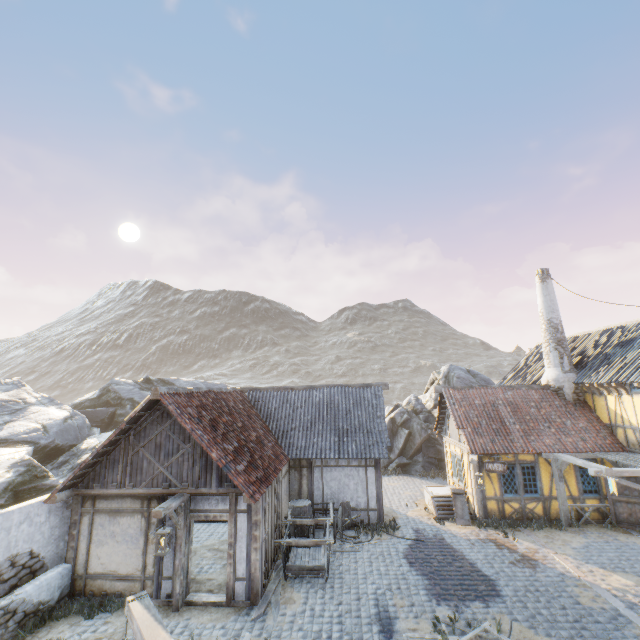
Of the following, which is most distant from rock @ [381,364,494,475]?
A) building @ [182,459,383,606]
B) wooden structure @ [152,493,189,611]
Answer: wooden structure @ [152,493,189,611]

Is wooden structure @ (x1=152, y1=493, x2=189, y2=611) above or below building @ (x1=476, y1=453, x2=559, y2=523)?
above

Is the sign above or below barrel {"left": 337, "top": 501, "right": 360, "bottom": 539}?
above

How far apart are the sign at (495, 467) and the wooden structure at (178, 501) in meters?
12.0

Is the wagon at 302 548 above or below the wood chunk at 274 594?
above

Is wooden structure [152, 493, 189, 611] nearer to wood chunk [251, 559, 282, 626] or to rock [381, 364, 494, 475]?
wood chunk [251, 559, 282, 626]

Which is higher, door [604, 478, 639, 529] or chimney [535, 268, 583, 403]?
chimney [535, 268, 583, 403]

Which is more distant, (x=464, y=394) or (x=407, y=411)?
(x=407, y=411)
